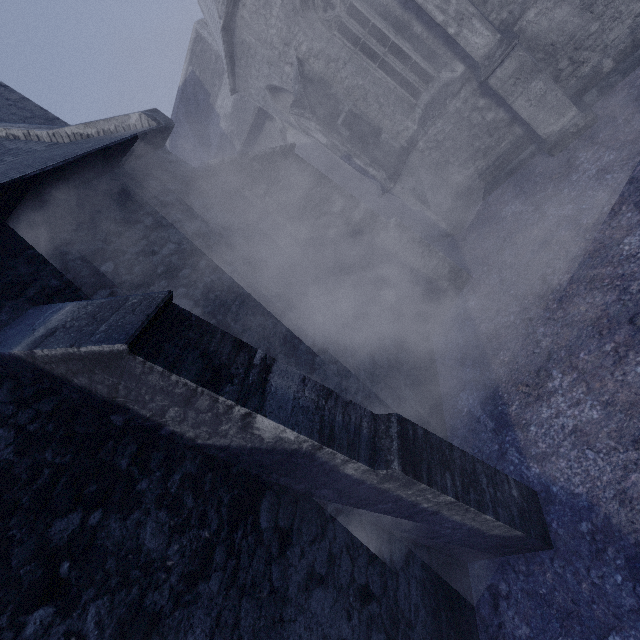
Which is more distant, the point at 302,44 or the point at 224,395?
the point at 302,44
